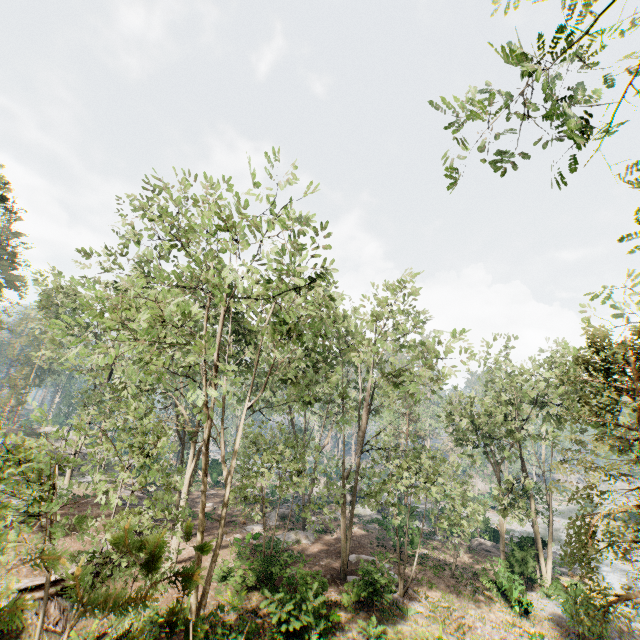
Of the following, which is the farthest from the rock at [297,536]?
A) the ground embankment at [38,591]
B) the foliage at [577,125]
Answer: the ground embankment at [38,591]

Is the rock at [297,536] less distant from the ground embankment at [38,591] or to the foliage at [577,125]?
the foliage at [577,125]

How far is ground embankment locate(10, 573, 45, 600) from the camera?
12.9 meters

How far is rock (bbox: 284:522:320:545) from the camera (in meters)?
26.02

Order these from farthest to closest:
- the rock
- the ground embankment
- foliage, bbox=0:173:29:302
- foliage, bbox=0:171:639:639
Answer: foliage, bbox=0:173:29:302
the rock
the ground embankment
foliage, bbox=0:171:639:639

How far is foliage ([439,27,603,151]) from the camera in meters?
5.0

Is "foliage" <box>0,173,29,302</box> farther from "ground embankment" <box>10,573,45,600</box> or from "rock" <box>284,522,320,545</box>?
"ground embankment" <box>10,573,45,600</box>

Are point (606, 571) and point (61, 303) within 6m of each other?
no
